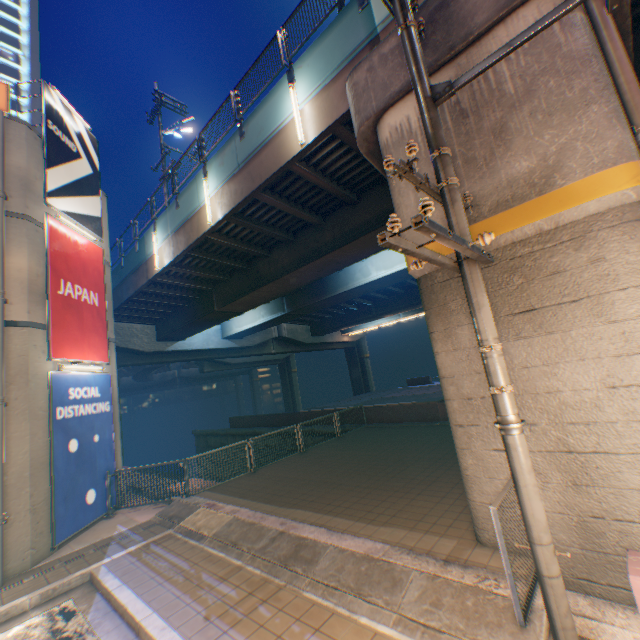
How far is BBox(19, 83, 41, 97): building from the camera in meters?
33.7

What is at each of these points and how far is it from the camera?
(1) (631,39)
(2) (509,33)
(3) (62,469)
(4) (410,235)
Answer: (1) overpass support, 6.9m
(2) overpass support, 4.8m
(3) billboard, 8.5m
(4) overpass support, 5.8m

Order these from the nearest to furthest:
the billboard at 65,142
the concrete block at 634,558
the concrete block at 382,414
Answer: the concrete block at 634,558, the billboard at 65,142, the concrete block at 382,414

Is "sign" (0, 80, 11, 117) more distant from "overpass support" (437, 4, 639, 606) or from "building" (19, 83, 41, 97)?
"building" (19, 83, 41, 97)

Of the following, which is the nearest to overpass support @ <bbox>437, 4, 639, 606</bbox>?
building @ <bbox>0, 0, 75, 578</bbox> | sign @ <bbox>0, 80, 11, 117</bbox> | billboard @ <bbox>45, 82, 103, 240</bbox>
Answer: building @ <bbox>0, 0, 75, 578</bbox>

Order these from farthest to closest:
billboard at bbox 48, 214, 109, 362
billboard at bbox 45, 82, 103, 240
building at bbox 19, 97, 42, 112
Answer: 1. building at bbox 19, 97, 42, 112
2. billboard at bbox 45, 82, 103, 240
3. billboard at bbox 48, 214, 109, 362

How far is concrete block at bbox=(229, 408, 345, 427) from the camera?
19.9m

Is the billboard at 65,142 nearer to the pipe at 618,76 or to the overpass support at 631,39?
the overpass support at 631,39
